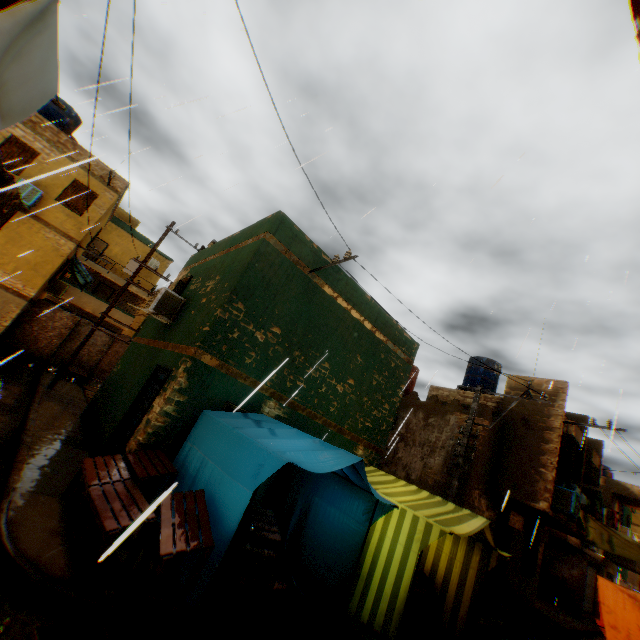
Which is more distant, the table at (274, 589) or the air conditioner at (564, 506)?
the air conditioner at (564, 506)

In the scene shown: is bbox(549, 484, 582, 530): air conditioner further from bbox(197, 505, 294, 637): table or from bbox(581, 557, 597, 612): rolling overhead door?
bbox(581, 557, 597, 612): rolling overhead door

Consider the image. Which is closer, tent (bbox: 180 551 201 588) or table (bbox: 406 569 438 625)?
tent (bbox: 180 551 201 588)

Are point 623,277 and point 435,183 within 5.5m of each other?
yes

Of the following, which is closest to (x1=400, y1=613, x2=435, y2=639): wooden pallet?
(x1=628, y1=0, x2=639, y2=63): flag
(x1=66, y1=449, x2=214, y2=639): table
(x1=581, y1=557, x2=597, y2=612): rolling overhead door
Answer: (x1=66, y1=449, x2=214, y2=639): table

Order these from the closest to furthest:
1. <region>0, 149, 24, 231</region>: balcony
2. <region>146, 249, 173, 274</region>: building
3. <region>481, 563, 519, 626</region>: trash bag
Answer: <region>0, 149, 24, 231</region>: balcony, <region>481, 563, 519, 626</region>: trash bag, <region>146, 249, 173, 274</region>: building

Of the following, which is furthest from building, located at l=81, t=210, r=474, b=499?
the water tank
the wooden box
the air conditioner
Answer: the wooden box

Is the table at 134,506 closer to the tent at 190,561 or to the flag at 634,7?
the tent at 190,561
